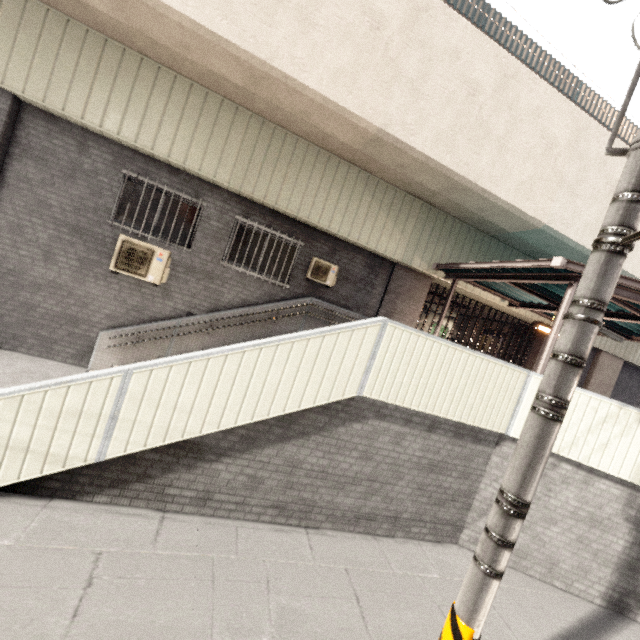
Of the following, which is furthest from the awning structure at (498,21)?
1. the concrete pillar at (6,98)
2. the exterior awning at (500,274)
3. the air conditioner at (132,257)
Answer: the air conditioner at (132,257)

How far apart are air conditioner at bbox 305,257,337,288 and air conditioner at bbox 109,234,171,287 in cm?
334

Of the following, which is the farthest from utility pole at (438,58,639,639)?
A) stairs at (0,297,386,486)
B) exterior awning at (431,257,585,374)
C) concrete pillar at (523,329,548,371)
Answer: concrete pillar at (523,329,548,371)

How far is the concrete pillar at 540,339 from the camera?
11.6 meters

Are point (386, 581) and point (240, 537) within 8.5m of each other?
yes

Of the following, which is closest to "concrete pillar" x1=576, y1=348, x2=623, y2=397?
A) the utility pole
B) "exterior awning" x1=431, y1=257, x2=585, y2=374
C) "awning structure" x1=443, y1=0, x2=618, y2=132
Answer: "exterior awning" x1=431, y1=257, x2=585, y2=374

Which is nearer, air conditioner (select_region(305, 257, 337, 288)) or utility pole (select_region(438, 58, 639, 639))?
utility pole (select_region(438, 58, 639, 639))

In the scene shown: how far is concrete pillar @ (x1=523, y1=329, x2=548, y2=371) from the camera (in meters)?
11.64
